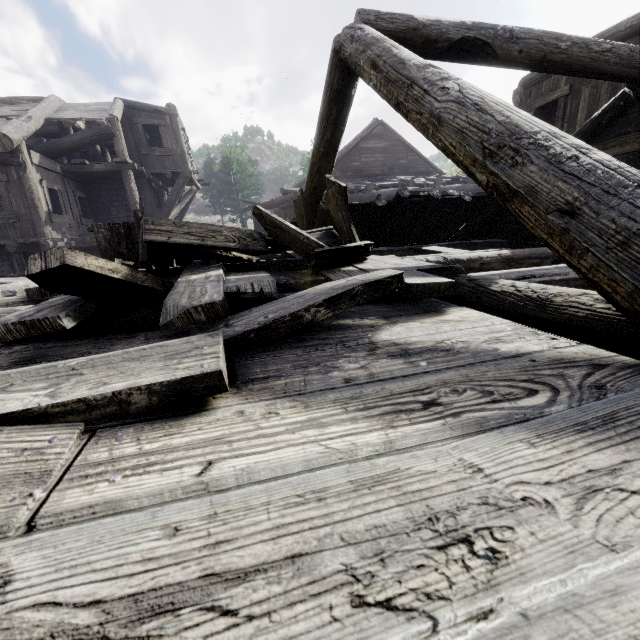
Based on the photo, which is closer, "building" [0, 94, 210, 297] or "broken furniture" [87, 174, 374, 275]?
"broken furniture" [87, 174, 374, 275]

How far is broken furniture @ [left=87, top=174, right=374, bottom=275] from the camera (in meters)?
2.78

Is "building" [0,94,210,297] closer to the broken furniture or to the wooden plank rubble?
the wooden plank rubble

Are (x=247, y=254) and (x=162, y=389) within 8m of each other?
yes

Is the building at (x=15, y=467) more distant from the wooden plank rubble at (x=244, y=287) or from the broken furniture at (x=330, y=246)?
the broken furniture at (x=330, y=246)
